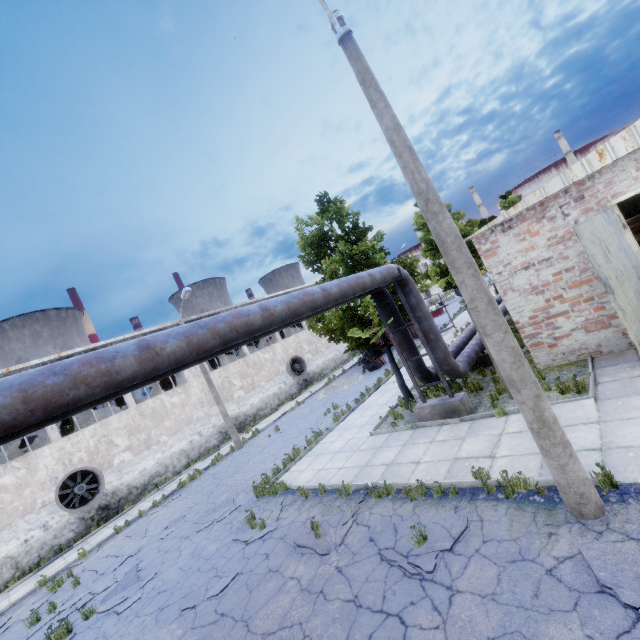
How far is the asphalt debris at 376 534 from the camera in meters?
6.1

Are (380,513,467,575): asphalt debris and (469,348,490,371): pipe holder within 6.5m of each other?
no

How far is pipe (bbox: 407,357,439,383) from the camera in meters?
11.3 m

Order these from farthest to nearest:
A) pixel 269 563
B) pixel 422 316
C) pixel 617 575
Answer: pixel 422 316, pixel 269 563, pixel 617 575

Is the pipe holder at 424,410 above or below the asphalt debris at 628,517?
above

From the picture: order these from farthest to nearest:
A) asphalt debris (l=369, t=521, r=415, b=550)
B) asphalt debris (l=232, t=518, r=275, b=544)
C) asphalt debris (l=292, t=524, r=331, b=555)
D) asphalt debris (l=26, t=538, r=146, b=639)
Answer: asphalt debris (l=26, t=538, r=146, b=639)
asphalt debris (l=232, t=518, r=275, b=544)
asphalt debris (l=292, t=524, r=331, b=555)
asphalt debris (l=369, t=521, r=415, b=550)

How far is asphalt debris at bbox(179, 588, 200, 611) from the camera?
7.3 meters

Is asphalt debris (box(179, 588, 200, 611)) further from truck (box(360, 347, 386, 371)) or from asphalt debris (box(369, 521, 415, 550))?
truck (box(360, 347, 386, 371))
